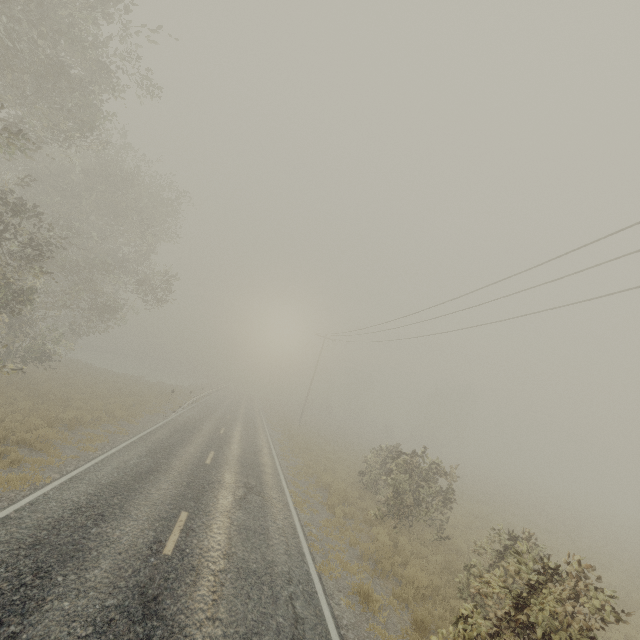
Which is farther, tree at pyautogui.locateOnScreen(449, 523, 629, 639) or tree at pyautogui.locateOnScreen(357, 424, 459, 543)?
tree at pyautogui.locateOnScreen(357, 424, 459, 543)

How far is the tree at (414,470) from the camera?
13.0 meters

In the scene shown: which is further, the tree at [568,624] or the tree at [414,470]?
the tree at [414,470]

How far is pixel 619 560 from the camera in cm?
1806

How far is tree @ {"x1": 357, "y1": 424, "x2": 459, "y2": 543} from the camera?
13.0m
